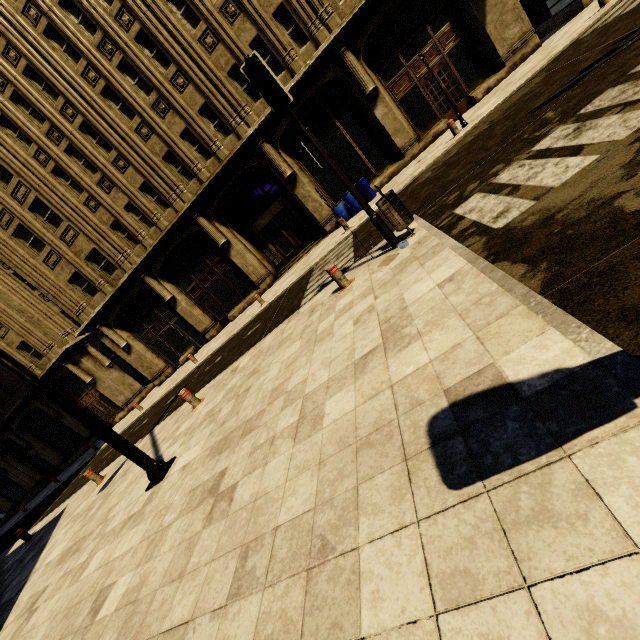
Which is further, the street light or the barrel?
the barrel

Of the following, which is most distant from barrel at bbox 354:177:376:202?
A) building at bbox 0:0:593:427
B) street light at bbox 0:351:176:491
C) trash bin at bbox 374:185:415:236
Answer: street light at bbox 0:351:176:491

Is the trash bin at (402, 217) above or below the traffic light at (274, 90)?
below

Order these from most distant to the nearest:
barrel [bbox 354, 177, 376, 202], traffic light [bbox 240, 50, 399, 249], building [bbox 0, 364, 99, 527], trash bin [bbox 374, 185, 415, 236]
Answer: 1. building [bbox 0, 364, 99, 527]
2. barrel [bbox 354, 177, 376, 202]
3. trash bin [bbox 374, 185, 415, 236]
4. traffic light [bbox 240, 50, 399, 249]

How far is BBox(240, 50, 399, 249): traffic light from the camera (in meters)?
4.98

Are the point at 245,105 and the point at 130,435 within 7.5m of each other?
no

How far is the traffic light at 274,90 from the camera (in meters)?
4.98

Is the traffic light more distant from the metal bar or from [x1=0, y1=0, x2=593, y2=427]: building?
[x1=0, y1=0, x2=593, y2=427]: building
